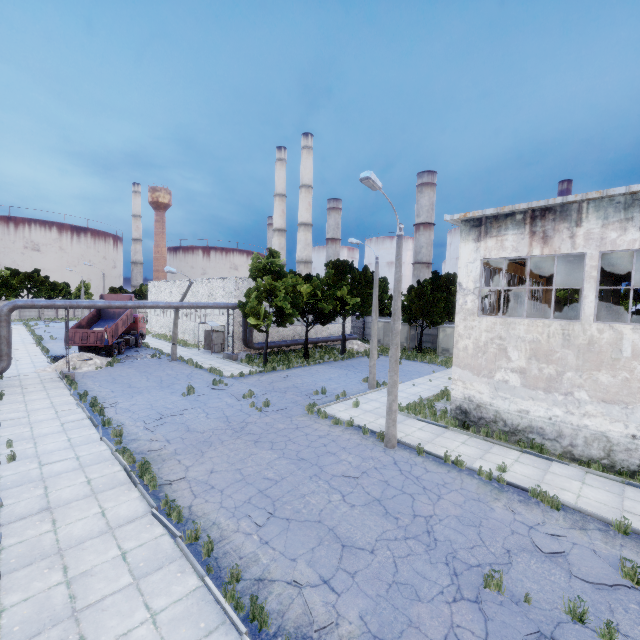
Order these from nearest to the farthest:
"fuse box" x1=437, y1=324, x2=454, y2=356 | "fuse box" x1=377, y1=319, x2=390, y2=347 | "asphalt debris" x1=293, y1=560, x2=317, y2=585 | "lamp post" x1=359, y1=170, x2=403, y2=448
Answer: "asphalt debris" x1=293, y1=560, x2=317, y2=585
"lamp post" x1=359, y1=170, x2=403, y2=448
"fuse box" x1=437, y1=324, x2=454, y2=356
"fuse box" x1=377, y1=319, x2=390, y2=347

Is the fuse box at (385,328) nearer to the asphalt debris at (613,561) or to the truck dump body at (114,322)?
the truck dump body at (114,322)

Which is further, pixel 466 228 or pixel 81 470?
pixel 466 228

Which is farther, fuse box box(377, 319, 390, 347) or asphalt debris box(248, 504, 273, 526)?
fuse box box(377, 319, 390, 347)

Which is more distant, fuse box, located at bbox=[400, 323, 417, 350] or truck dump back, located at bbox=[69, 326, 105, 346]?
fuse box, located at bbox=[400, 323, 417, 350]

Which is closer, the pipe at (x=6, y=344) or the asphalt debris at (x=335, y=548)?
the asphalt debris at (x=335, y=548)

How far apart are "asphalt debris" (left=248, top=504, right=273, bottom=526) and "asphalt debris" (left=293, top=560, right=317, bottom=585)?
1.6 meters

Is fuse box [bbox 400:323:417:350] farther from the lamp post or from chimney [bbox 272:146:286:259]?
the lamp post
